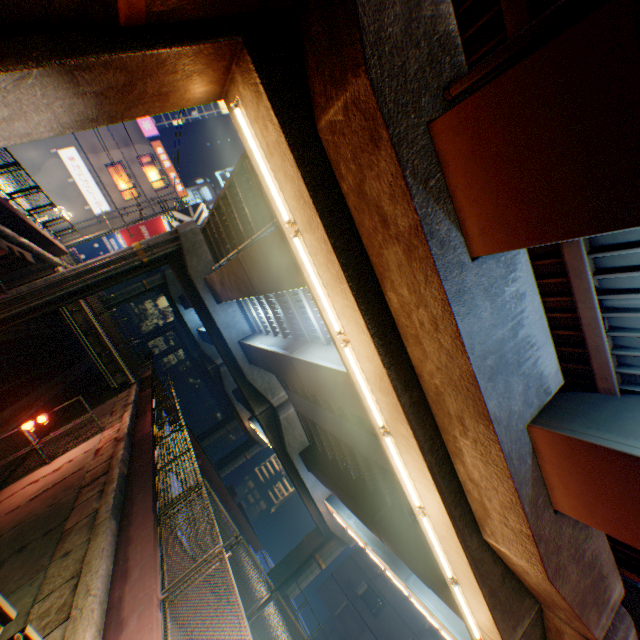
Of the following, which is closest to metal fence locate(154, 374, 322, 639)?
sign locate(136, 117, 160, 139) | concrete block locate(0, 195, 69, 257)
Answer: concrete block locate(0, 195, 69, 257)

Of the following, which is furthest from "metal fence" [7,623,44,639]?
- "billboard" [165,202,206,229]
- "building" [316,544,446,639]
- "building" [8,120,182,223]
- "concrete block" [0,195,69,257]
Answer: "billboard" [165,202,206,229]

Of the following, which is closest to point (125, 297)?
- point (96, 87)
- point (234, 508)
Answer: point (234, 508)

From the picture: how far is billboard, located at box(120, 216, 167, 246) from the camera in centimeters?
3284cm

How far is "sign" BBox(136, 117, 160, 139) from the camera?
32.4m

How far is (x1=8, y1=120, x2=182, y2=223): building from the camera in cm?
2898

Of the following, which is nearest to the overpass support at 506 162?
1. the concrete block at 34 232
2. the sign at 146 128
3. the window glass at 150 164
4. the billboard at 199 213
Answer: the concrete block at 34 232

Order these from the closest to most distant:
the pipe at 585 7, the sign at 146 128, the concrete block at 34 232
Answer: the pipe at 585 7 < the concrete block at 34 232 < the sign at 146 128
